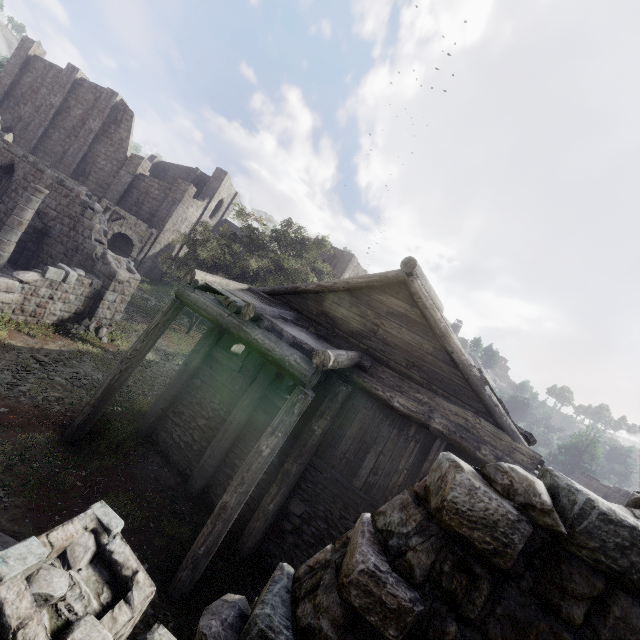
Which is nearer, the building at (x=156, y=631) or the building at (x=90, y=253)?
the building at (x=156, y=631)

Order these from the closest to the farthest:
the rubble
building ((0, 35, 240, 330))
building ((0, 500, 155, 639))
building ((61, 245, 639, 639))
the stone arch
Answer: building ((61, 245, 639, 639))
building ((0, 500, 155, 639))
building ((0, 35, 240, 330))
the rubble
the stone arch

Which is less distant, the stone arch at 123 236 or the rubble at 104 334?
the rubble at 104 334

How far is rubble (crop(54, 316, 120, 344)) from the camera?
13.5 meters

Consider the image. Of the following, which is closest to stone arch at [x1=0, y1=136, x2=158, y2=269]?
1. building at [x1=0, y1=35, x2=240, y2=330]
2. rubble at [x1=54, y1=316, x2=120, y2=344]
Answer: building at [x1=0, y1=35, x2=240, y2=330]

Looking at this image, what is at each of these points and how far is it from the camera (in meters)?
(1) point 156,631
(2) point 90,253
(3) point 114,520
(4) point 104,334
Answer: (1) building, 3.52
(2) building, 15.06
(3) building, 4.20
(4) rubble, 14.46

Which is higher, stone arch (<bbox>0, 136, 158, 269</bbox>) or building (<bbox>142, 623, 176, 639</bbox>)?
stone arch (<bbox>0, 136, 158, 269</bbox>)

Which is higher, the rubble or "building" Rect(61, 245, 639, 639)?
"building" Rect(61, 245, 639, 639)
